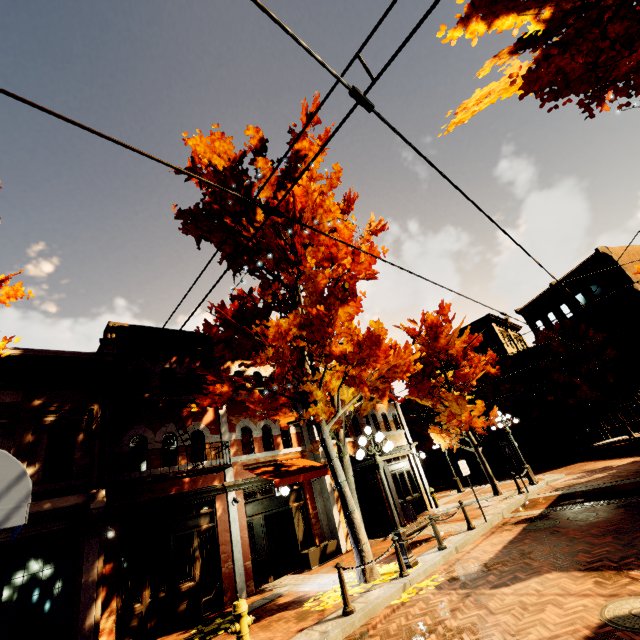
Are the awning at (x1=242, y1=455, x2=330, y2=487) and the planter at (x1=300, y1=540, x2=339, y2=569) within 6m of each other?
yes

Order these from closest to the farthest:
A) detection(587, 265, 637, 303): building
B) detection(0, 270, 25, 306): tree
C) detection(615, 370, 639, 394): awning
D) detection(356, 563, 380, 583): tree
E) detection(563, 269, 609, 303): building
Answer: detection(0, 270, 25, 306): tree → detection(356, 563, 380, 583): tree → detection(615, 370, 639, 394): awning → detection(587, 265, 637, 303): building → detection(563, 269, 609, 303): building

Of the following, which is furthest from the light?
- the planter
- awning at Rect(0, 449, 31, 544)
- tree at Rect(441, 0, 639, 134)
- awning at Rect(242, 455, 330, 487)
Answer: awning at Rect(0, 449, 31, 544)

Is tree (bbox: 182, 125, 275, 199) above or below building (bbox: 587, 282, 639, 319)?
above

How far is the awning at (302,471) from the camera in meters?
11.2

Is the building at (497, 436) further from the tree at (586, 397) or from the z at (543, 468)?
the z at (543, 468)

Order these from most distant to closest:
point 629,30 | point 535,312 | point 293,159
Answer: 1. point 535,312
2. point 293,159
3. point 629,30

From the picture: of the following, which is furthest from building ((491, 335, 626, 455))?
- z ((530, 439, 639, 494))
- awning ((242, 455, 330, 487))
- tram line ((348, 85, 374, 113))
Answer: tram line ((348, 85, 374, 113))
